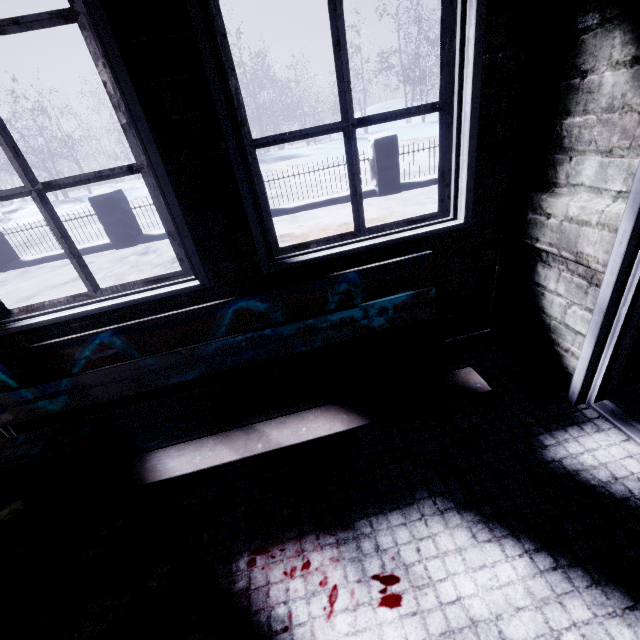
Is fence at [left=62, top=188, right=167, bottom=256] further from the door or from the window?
the door

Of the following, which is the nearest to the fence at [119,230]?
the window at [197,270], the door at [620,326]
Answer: the window at [197,270]

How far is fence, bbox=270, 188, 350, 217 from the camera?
5.69m

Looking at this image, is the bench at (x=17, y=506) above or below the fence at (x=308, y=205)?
above

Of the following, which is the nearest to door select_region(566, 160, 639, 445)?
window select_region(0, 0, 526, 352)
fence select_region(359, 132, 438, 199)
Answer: window select_region(0, 0, 526, 352)

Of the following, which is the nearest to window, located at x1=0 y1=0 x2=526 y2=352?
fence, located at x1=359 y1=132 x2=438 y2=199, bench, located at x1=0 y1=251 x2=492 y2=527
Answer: bench, located at x1=0 y1=251 x2=492 y2=527

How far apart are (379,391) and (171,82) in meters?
1.2
